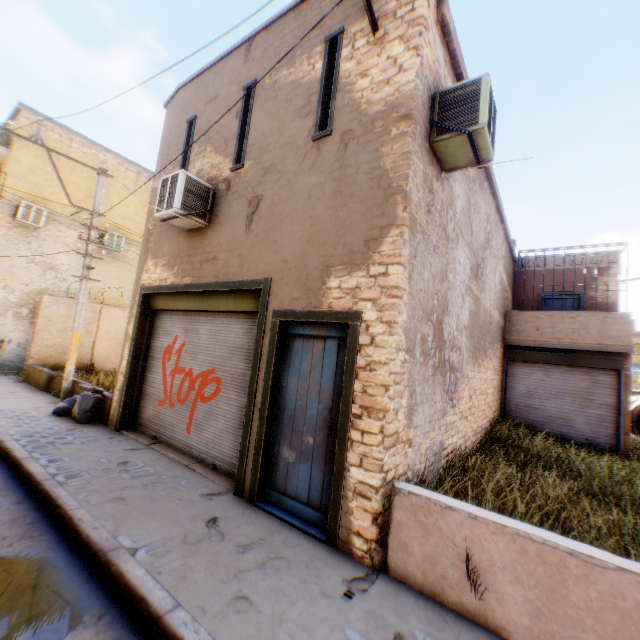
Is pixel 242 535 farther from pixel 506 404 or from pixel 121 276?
pixel 121 276

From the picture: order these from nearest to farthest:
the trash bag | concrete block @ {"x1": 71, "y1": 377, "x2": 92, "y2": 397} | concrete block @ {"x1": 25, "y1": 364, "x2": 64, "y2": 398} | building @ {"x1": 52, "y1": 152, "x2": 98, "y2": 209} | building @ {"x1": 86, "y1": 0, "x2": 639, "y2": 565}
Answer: building @ {"x1": 86, "y1": 0, "x2": 639, "y2": 565}
the trash bag
concrete block @ {"x1": 71, "y1": 377, "x2": 92, "y2": 397}
concrete block @ {"x1": 25, "y1": 364, "x2": 64, "y2": 398}
building @ {"x1": 52, "y1": 152, "x2": 98, "y2": 209}

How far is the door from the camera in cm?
424

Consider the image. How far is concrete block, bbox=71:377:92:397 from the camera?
8.8m

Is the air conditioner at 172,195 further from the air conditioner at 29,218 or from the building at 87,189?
the air conditioner at 29,218

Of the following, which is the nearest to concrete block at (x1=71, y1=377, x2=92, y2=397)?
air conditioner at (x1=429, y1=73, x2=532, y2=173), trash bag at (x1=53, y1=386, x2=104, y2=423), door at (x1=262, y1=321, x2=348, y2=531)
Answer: trash bag at (x1=53, y1=386, x2=104, y2=423)

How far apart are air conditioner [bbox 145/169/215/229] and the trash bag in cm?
223

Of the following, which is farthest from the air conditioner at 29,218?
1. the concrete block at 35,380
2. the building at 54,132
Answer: the concrete block at 35,380
